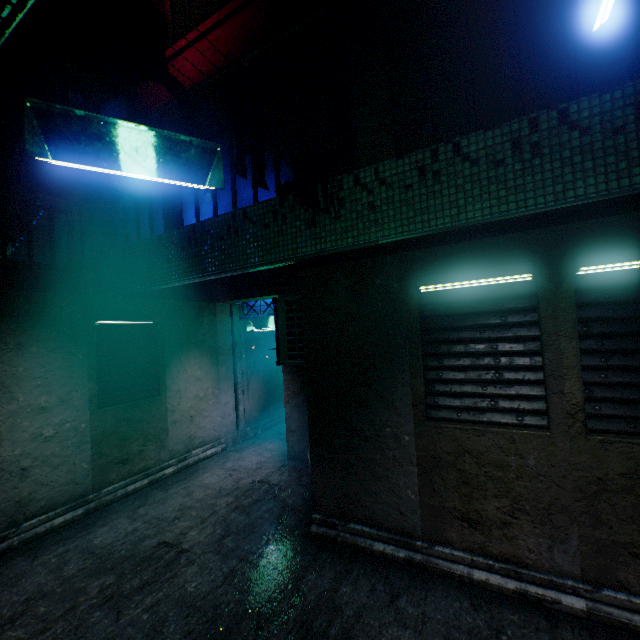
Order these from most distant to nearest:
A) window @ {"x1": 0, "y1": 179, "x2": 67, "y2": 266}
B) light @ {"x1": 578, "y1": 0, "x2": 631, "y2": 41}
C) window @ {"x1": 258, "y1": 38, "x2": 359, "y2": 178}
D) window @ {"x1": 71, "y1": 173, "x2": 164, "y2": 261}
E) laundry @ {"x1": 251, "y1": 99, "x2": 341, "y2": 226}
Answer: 1. window @ {"x1": 0, "y1": 179, "x2": 67, "y2": 266}
2. window @ {"x1": 71, "y1": 173, "x2": 164, "y2": 261}
3. window @ {"x1": 258, "y1": 38, "x2": 359, "y2": 178}
4. laundry @ {"x1": 251, "y1": 99, "x2": 341, "y2": 226}
5. light @ {"x1": 578, "y1": 0, "x2": 631, "y2": 41}

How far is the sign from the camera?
6.8m

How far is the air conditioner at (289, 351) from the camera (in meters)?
4.18

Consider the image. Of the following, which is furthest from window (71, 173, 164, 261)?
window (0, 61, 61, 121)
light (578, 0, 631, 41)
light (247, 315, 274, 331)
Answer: light (578, 0, 631, 41)

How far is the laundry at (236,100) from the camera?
2.4m

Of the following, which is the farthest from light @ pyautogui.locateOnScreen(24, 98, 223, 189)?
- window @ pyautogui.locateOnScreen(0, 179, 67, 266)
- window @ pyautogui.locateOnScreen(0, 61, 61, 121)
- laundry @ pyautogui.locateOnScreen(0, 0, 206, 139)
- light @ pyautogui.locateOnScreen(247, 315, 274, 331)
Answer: window @ pyautogui.locateOnScreen(0, 61, 61, 121)

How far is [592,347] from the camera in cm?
249

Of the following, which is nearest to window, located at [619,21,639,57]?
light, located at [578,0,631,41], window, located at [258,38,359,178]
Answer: window, located at [258,38,359,178]
